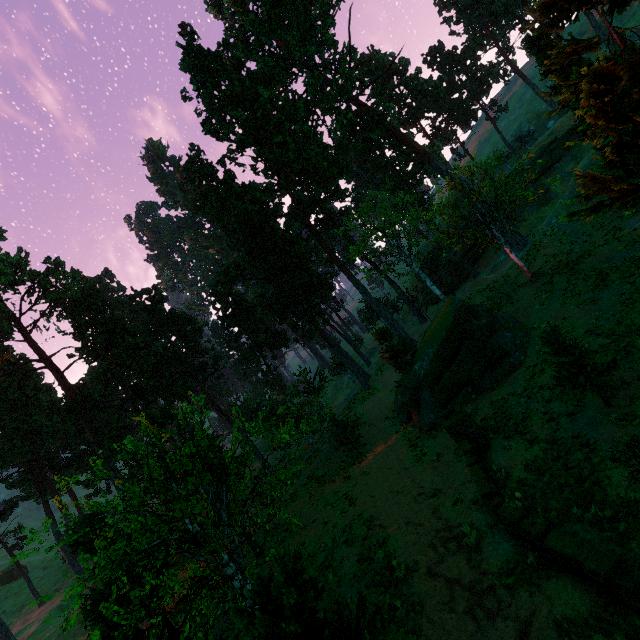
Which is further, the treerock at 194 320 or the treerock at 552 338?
the treerock at 552 338

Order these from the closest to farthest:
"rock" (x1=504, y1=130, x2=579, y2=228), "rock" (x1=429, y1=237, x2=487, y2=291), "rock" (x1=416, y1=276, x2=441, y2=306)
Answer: "rock" (x1=504, y1=130, x2=579, y2=228), "rock" (x1=429, y1=237, x2=487, y2=291), "rock" (x1=416, y1=276, x2=441, y2=306)

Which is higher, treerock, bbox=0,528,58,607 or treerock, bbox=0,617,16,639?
treerock, bbox=0,528,58,607

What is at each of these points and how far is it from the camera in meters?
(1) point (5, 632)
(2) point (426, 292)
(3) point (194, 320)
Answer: (1) treerock, 32.0 m
(2) rock, 51.2 m
(3) treerock, 43.3 m

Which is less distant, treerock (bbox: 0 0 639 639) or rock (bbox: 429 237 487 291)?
treerock (bbox: 0 0 639 639)

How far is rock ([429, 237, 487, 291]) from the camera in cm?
4547

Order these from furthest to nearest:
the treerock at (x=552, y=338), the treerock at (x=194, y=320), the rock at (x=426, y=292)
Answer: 1. the rock at (x=426, y=292)
2. the treerock at (x=552, y=338)
3. the treerock at (x=194, y=320)
